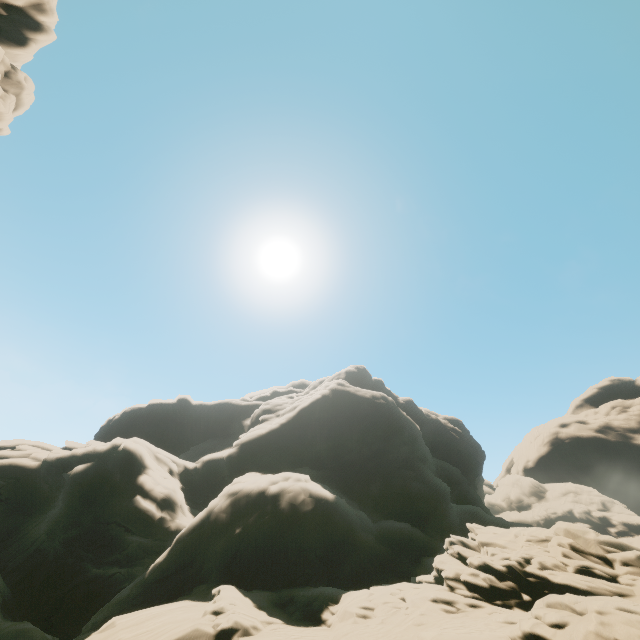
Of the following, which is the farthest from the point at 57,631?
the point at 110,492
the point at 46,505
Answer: the point at 46,505

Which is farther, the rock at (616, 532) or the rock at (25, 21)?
the rock at (25, 21)

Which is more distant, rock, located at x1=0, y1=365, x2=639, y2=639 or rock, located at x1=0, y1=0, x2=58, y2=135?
rock, located at x1=0, y1=0, x2=58, y2=135

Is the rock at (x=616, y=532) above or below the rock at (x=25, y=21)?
below

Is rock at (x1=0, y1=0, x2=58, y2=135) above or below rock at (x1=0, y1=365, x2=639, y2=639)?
above
